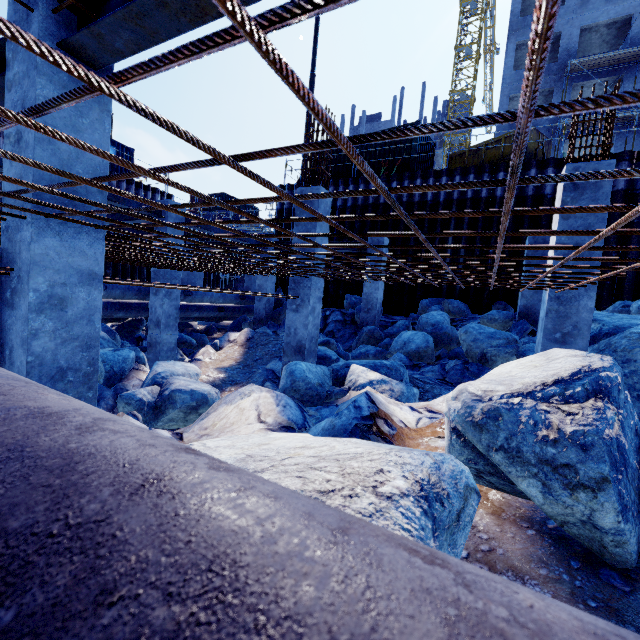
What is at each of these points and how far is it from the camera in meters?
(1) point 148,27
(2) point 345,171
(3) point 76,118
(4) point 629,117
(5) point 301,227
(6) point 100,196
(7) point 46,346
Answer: (1) steel beam, 2.5
(2) cargo container, 16.4
(3) concrete column, 3.0
(4) scaffolding, 21.5
(5) concrete column, 7.3
(6) concrete column, 3.2
(7) concrete column, 3.0

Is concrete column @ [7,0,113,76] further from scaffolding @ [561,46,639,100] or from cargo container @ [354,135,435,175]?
cargo container @ [354,135,435,175]

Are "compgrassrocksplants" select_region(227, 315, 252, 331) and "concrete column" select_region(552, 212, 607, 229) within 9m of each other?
no

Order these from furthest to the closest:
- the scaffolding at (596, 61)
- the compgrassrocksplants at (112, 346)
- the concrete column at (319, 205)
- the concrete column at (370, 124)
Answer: the concrete column at (370, 124) < the scaffolding at (596, 61) < the concrete column at (319, 205) < the compgrassrocksplants at (112, 346)

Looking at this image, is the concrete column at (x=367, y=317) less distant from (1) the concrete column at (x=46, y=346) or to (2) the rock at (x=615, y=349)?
(2) the rock at (x=615, y=349)

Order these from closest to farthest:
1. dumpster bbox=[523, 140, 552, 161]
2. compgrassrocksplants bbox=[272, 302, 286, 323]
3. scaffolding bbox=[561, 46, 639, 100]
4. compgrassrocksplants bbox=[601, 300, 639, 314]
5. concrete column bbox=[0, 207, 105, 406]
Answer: concrete column bbox=[0, 207, 105, 406]
compgrassrocksplants bbox=[601, 300, 639, 314]
dumpster bbox=[523, 140, 552, 161]
compgrassrocksplants bbox=[272, 302, 286, 323]
scaffolding bbox=[561, 46, 639, 100]

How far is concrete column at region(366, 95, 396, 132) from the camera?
57.4m

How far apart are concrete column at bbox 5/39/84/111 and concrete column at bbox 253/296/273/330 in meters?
10.3 m
